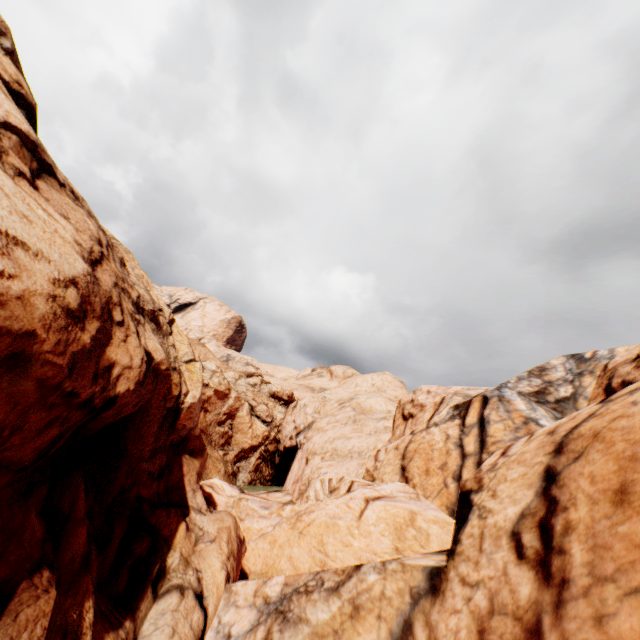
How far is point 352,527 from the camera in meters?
13.8 m
